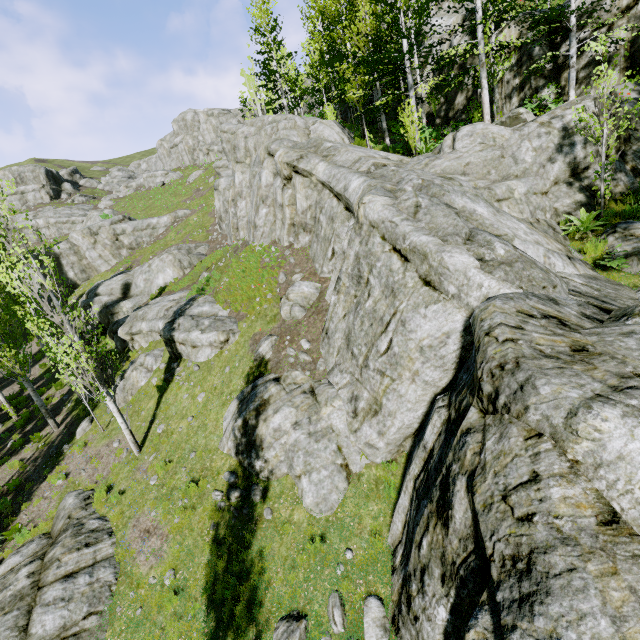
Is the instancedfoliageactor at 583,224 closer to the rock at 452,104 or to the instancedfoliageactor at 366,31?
the rock at 452,104

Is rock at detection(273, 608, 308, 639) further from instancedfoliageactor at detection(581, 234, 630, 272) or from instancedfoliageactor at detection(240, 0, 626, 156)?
instancedfoliageactor at detection(240, 0, 626, 156)

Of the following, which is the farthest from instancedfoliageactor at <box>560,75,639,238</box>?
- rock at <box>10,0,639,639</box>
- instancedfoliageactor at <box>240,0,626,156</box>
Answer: instancedfoliageactor at <box>240,0,626,156</box>

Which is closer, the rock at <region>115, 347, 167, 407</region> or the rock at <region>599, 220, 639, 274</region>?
the rock at <region>599, 220, 639, 274</region>

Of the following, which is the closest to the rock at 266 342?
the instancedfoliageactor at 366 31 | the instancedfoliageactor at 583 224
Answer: the instancedfoliageactor at 583 224

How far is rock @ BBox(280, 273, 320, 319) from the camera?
12.4 meters

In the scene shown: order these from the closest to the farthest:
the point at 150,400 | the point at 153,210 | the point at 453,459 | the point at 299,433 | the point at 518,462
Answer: the point at 518,462 < the point at 453,459 < the point at 299,433 < the point at 150,400 < the point at 153,210
